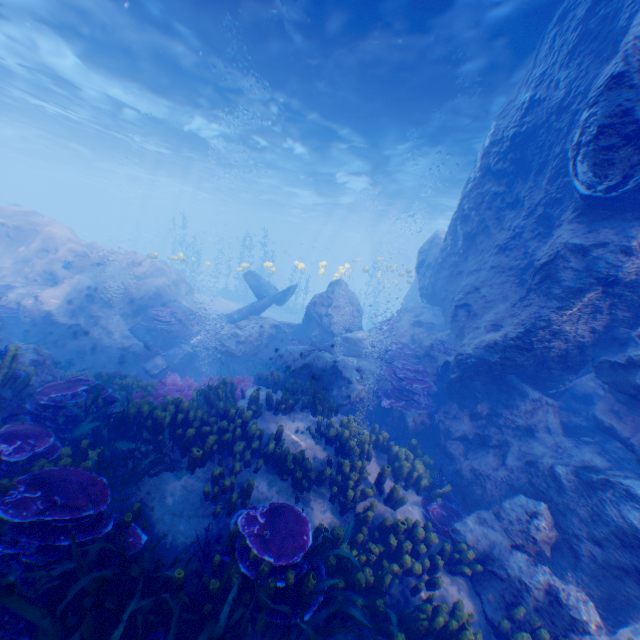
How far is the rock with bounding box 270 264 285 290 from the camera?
42.03m

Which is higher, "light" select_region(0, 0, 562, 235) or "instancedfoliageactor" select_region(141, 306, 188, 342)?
"light" select_region(0, 0, 562, 235)

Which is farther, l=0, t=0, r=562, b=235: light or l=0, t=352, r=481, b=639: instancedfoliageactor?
l=0, t=0, r=562, b=235: light

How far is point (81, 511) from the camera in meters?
3.8

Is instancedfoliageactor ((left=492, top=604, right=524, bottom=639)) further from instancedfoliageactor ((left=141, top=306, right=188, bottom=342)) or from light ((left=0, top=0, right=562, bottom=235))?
light ((left=0, top=0, right=562, bottom=235))

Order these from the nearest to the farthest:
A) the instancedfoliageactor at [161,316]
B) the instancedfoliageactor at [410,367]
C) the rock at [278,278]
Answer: the instancedfoliageactor at [410,367], the instancedfoliageactor at [161,316], the rock at [278,278]

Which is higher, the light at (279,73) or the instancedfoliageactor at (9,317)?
the light at (279,73)

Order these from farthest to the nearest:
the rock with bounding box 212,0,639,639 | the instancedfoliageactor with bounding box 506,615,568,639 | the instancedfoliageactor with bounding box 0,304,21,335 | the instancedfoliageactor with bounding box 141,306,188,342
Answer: the instancedfoliageactor with bounding box 141,306,188,342
the instancedfoliageactor with bounding box 0,304,21,335
the rock with bounding box 212,0,639,639
the instancedfoliageactor with bounding box 506,615,568,639
